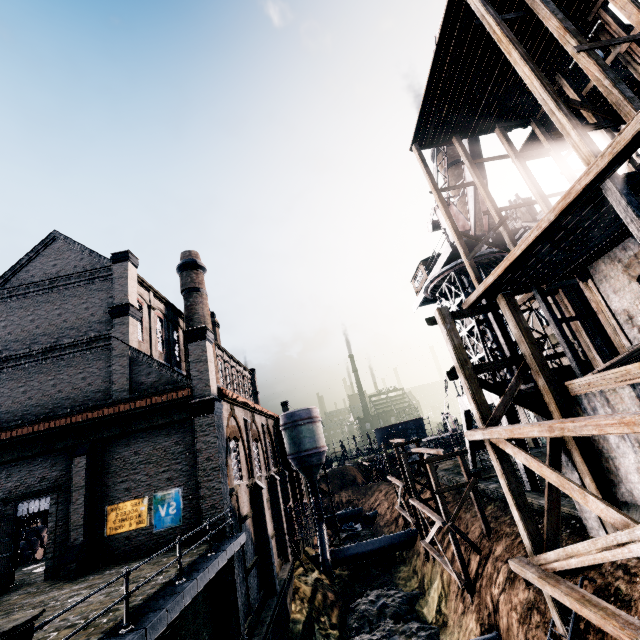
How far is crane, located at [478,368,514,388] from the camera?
22.9m

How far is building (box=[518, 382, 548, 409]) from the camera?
14.5 meters

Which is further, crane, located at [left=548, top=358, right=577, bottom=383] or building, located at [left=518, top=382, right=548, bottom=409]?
crane, located at [left=548, top=358, right=577, bottom=383]

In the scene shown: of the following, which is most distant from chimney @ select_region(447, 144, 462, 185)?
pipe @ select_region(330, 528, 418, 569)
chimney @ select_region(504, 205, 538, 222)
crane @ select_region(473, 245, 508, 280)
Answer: pipe @ select_region(330, 528, 418, 569)

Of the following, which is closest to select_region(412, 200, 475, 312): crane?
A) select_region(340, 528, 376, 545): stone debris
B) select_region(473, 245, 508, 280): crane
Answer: select_region(473, 245, 508, 280): crane

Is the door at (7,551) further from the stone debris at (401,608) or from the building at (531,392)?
the stone debris at (401,608)

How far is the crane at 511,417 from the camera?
21.6m

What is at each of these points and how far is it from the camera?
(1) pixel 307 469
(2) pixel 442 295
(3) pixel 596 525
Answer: (1) silo, 37.1 meters
(2) crane, 33.0 meters
(3) building, 13.1 meters
